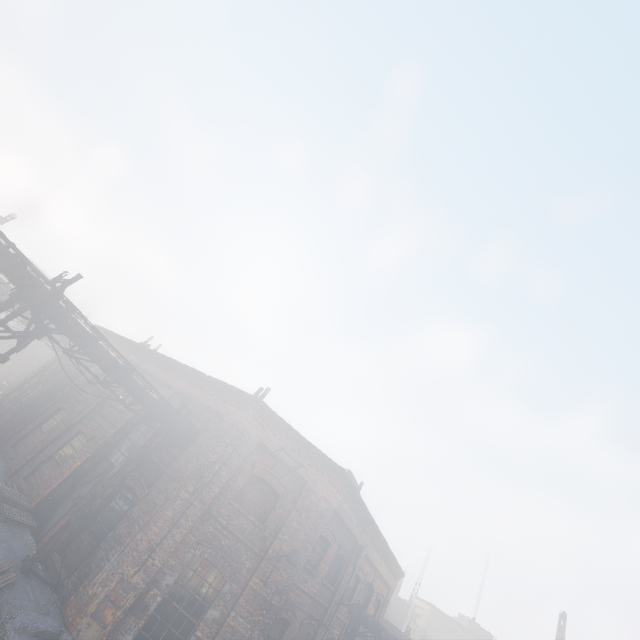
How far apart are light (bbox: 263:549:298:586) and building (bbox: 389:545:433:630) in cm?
5066

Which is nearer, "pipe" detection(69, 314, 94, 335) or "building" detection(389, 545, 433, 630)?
"pipe" detection(69, 314, 94, 335)

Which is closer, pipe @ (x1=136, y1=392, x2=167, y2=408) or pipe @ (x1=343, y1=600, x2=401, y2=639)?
pipe @ (x1=136, y1=392, x2=167, y2=408)

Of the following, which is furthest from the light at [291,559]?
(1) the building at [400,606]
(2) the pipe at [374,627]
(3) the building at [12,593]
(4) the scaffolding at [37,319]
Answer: (1) the building at [400,606]

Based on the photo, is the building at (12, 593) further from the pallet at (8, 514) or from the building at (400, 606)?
the building at (400, 606)

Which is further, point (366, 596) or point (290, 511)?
point (366, 596)

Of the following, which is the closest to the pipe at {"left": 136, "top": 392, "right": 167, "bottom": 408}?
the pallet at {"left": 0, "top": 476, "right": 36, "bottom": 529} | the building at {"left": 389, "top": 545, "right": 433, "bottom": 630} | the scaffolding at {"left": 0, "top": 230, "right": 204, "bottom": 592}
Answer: the scaffolding at {"left": 0, "top": 230, "right": 204, "bottom": 592}

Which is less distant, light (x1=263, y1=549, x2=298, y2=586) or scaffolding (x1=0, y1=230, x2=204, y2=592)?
scaffolding (x1=0, y1=230, x2=204, y2=592)
